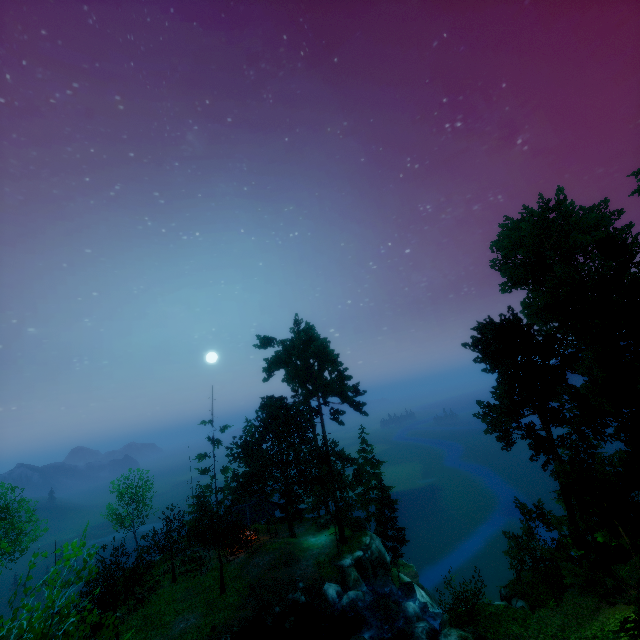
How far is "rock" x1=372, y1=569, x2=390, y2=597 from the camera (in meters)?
28.70

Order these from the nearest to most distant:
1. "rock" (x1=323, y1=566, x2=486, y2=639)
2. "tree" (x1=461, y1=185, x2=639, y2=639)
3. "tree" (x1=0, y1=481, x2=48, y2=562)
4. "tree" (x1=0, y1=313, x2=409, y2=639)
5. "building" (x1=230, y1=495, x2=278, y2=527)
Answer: "tree" (x1=0, y1=313, x2=409, y2=639) < "tree" (x1=461, y1=185, x2=639, y2=639) < "rock" (x1=323, y1=566, x2=486, y2=639) < "tree" (x1=0, y1=481, x2=48, y2=562) < "building" (x1=230, y1=495, x2=278, y2=527)

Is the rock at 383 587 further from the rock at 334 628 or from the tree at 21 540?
the rock at 334 628

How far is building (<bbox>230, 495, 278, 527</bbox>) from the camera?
34.7 meters

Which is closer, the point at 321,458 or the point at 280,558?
the point at 280,558

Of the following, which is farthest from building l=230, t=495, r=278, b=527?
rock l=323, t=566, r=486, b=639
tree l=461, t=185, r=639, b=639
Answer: rock l=323, t=566, r=486, b=639

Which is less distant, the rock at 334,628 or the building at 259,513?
the rock at 334,628

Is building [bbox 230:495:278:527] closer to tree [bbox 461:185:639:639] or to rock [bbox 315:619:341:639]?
tree [bbox 461:185:639:639]
